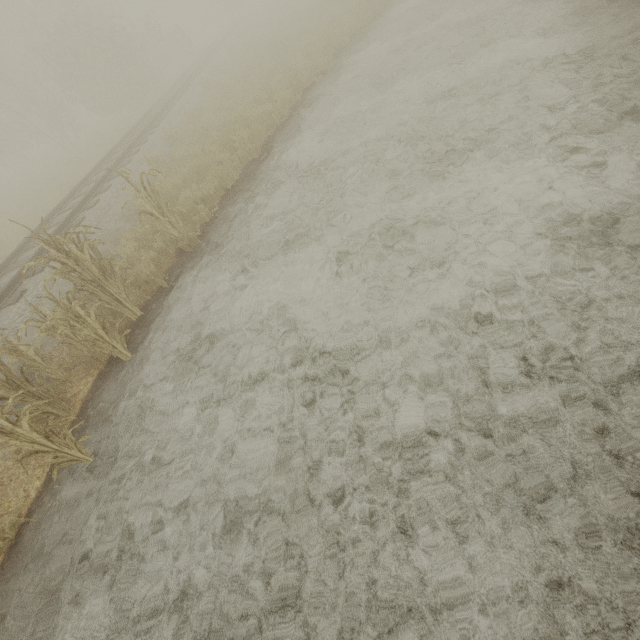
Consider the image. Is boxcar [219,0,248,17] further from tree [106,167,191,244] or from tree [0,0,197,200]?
tree [106,167,191,244]

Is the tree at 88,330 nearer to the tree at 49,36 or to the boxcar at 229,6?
the tree at 49,36

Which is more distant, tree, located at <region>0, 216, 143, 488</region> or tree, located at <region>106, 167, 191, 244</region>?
tree, located at <region>106, 167, 191, 244</region>

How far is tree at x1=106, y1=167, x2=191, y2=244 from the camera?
5.9m

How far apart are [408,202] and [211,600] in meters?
5.4

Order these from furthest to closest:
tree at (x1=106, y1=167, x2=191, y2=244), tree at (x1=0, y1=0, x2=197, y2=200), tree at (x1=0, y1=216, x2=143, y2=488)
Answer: tree at (x1=0, y1=0, x2=197, y2=200)
tree at (x1=106, y1=167, x2=191, y2=244)
tree at (x1=0, y1=216, x2=143, y2=488)

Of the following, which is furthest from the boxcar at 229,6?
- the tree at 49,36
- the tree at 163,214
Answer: the tree at 163,214
